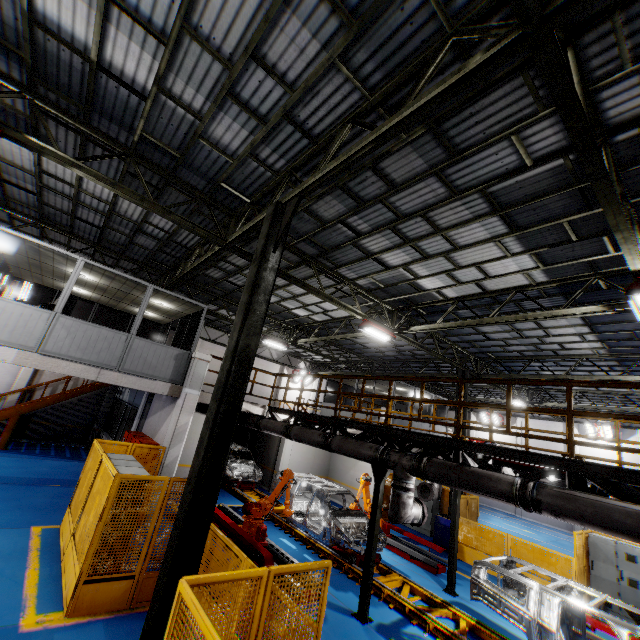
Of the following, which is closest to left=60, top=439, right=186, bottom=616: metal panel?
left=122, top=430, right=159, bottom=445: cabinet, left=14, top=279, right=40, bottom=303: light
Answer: left=122, top=430, right=159, bottom=445: cabinet

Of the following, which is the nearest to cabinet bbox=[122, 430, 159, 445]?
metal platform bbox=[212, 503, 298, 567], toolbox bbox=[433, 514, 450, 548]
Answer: metal platform bbox=[212, 503, 298, 567]

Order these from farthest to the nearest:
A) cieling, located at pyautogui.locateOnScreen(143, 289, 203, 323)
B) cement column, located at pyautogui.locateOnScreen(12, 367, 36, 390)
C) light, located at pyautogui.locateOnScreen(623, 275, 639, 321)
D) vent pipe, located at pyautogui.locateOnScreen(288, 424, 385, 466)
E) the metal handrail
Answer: cement column, located at pyautogui.locateOnScreen(12, 367, 36, 390) → cieling, located at pyautogui.locateOnScreen(143, 289, 203, 323) → vent pipe, located at pyautogui.locateOnScreen(288, 424, 385, 466) → light, located at pyautogui.locateOnScreen(623, 275, 639, 321) → the metal handrail

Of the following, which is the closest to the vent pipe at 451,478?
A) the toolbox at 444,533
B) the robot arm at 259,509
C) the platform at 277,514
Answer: the robot arm at 259,509

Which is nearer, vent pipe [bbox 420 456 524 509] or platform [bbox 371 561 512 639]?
vent pipe [bbox 420 456 524 509]

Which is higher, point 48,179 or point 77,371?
point 48,179

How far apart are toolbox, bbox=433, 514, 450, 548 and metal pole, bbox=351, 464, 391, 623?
7.6m

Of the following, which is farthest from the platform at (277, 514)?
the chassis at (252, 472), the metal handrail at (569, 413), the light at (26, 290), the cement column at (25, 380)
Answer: the light at (26, 290)
